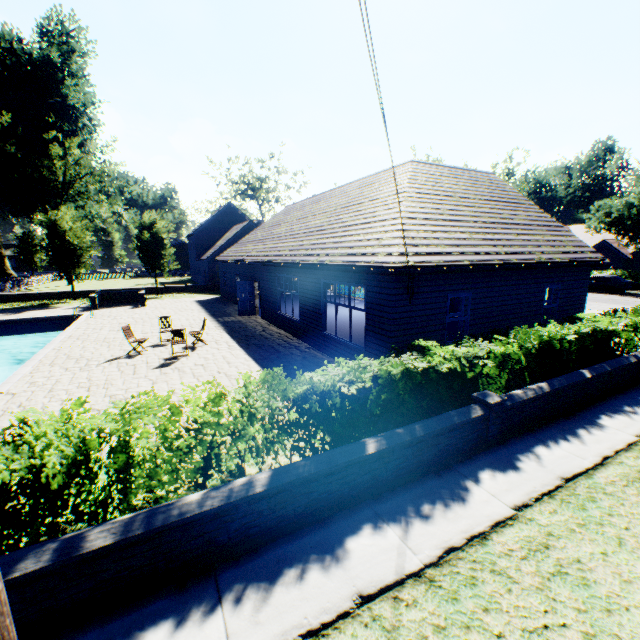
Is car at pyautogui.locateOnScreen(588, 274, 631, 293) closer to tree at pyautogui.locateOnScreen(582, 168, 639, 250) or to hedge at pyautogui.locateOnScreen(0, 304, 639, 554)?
tree at pyautogui.locateOnScreen(582, 168, 639, 250)

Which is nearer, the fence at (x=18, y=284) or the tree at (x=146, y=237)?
the tree at (x=146, y=237)

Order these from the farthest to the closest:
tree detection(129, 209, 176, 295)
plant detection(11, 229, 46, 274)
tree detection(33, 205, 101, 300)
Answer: plant detection(11, 229, 46, 274)
tree detection(129, 209, 176, 295)
tree detection(33, 205, 101, 300)

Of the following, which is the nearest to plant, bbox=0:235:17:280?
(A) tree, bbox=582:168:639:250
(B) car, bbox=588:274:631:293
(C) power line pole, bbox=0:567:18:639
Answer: (A) tree, bbox=582:168:639:250

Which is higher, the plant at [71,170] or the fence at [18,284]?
the plant at [71,170]

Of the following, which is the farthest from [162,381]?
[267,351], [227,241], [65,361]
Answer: [227,241]

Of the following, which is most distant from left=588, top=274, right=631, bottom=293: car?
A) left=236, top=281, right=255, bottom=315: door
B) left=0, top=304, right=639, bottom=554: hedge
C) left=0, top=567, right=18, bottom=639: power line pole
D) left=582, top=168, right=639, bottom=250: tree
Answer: left=0, top=567, right=18, bottom=639: power line pole

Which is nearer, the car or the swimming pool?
the swimming pool
